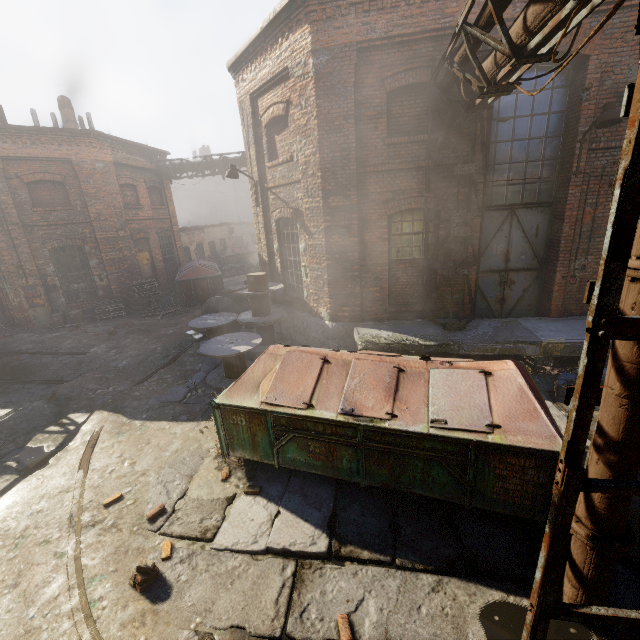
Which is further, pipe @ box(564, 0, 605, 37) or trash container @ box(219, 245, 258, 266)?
trash container @ box(219, 245, 258, 266)

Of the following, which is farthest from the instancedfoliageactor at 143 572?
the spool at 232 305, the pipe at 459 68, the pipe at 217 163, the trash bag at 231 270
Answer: the trash bag at 231 270

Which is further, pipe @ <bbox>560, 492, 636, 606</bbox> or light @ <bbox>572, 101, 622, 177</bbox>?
light @ <bbox>572, 101, 622, 177</bbox>

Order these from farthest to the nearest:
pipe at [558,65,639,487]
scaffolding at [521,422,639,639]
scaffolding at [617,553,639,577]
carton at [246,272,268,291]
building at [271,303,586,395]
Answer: carton at [246,272,268,291] → building at [271,303,586,395] → scaffolding at [617,553,639,577] → scaffolding at [521,422,639,639] → pipe at [558,65,639,487]

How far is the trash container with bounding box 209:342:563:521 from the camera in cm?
362

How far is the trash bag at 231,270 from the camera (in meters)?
23.14

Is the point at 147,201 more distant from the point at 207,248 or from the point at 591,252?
the point at 591,252

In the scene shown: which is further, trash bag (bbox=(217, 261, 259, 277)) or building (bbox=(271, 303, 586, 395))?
trash bag (bbox=(217, 261, 259, 277))
